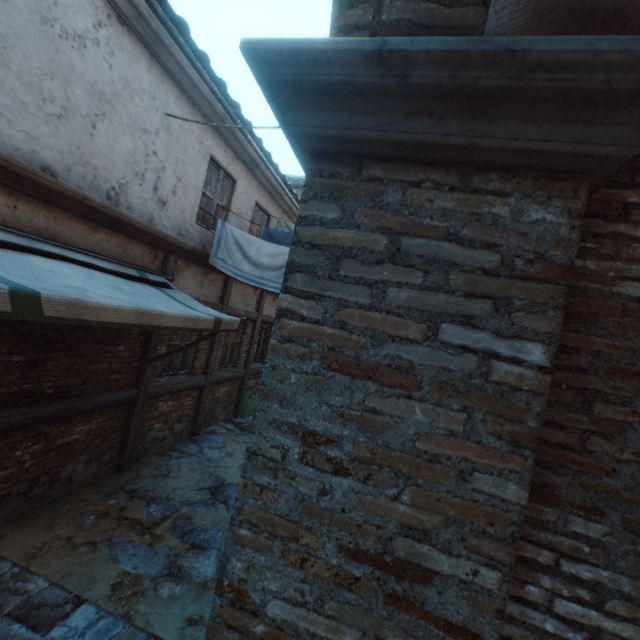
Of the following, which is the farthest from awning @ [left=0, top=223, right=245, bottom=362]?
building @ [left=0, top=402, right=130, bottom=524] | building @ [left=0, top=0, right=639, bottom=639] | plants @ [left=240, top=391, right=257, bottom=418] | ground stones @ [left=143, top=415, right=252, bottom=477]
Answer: plants @ [left=240, top=391, right=257, bottom=418]

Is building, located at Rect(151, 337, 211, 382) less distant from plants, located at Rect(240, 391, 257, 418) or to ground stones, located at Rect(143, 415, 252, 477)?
ground stones, located at Rect(143, 415, 252, 477)

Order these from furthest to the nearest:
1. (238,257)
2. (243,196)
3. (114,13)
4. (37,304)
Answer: (243,196), (238,257), (114,13), (37,304)

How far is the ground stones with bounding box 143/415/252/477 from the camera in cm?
579

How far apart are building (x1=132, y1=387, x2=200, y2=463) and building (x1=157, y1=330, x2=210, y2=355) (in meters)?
0.24

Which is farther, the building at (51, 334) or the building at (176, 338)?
the building at (176, 338)

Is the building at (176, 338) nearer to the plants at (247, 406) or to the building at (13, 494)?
the building at (13, 494)

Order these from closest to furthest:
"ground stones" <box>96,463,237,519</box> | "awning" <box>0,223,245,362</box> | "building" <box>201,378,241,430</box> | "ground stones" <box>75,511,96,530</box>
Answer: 1. "awning" <box>0,223,245,362</box>
2. "ground stones" <box>75,511,96,530</box>
3. "ground stones" <box>96,463,237,519</box>
4. "building" <box>201,378,241,430</box>
